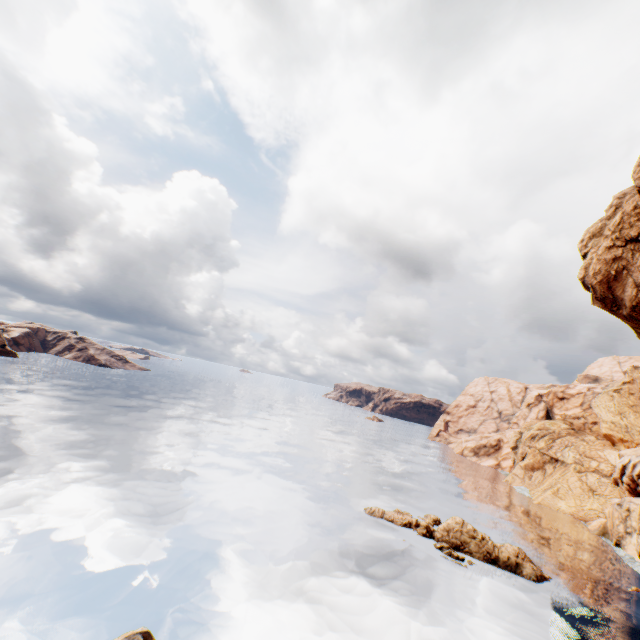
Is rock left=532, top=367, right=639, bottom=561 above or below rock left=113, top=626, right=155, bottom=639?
above

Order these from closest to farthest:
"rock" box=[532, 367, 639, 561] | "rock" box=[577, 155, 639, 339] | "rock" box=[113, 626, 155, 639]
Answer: "rock" box=[113, 626, 155, 639], "rock" box=[577, 155, 639, 339], "rock" box=[532, 367, 639, 561]

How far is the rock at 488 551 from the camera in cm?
2975

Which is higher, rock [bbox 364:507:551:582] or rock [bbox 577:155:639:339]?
rock [bbox 577:155:639:339]

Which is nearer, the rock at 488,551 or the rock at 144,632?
the rock at 144,632

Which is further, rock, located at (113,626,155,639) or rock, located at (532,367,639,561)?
rock, located at (532,367,639,561)

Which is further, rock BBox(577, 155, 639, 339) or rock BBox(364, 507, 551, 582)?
rock BBox(364, 507, 551, 582)

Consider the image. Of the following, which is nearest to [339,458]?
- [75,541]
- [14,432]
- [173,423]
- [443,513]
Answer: [443,513]
